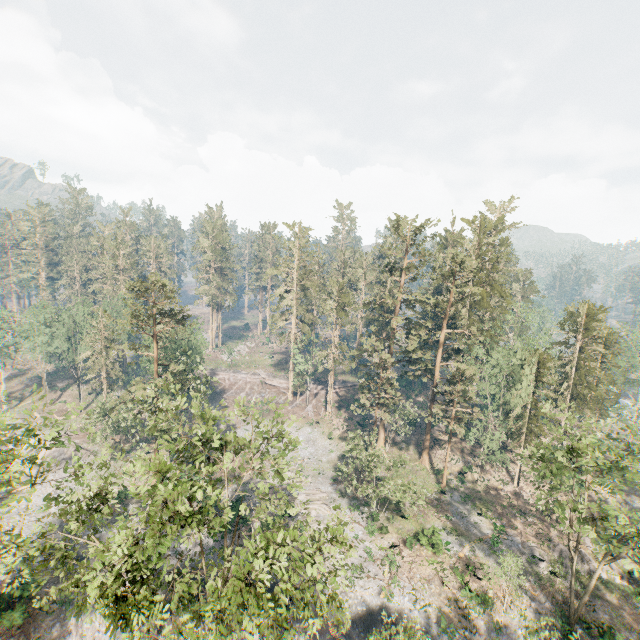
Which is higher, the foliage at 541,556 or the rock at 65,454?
the rock at 65,454

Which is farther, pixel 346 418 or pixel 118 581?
pixel 346 418

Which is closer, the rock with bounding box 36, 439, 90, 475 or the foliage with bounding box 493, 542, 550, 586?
the foliage with bounding box 493, 542, 550, 586

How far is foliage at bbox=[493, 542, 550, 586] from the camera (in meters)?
25.77

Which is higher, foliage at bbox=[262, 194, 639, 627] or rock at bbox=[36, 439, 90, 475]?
foliage at bbox=[262, 194, 639, 627]

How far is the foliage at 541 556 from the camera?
25.8 meters

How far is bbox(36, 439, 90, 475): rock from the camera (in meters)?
41.53

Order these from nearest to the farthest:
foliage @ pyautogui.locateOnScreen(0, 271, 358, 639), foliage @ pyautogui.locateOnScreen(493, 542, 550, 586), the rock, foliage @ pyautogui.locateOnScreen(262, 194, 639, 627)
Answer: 1. foliage @ pyautogui.locateOnScreen(0, 271, 358, 639)
2. foliage @ pyautogui.locateOnScreen(262, 194, 639, 627)
3. foliage @ pyautogui.locateOnScreen(493, 542, 550, 586)
4. the rock
